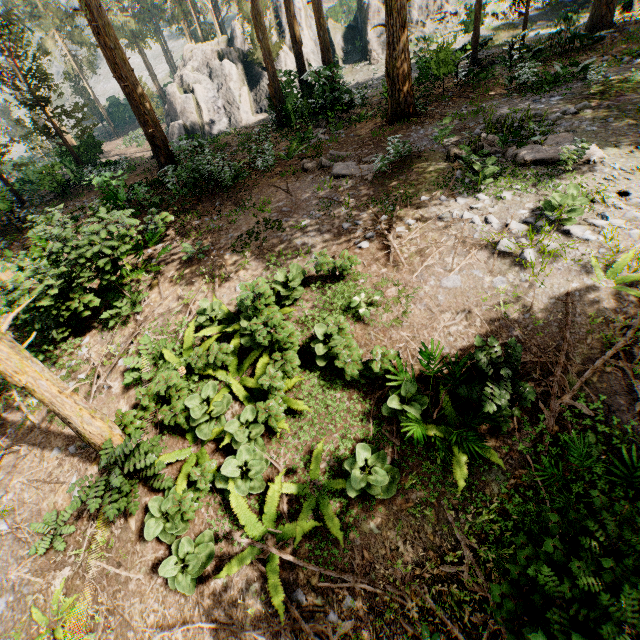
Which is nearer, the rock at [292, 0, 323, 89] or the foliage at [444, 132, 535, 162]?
the foliage at [444, 132, 535, 162]

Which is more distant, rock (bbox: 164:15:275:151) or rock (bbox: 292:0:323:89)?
rock (bbox: 164:15:275:151)

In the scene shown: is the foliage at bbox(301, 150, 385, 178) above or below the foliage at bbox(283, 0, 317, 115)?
below

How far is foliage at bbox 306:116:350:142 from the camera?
16.2 meters

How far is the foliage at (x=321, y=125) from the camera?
16.2m

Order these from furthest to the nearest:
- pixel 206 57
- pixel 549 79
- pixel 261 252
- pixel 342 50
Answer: pixel 342 50
pixel 206 57
pixel 549 79
pixel 261 252

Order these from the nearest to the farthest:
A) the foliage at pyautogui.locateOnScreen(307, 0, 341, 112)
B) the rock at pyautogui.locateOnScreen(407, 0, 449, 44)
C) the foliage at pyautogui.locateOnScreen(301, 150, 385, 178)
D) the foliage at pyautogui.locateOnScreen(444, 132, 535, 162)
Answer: the foliage at pyautogui.locateOnScreen(444, 132, 535, 162), the foliage at pyautogui.locateOnScreen(301, 150, 385, 178), the foliage at pyautogui.locateOnScreen(307, 0, 341, 112), the rock at pyautogui.locateOnScreen(407, 0, 449, 44)

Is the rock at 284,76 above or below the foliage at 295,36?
below
